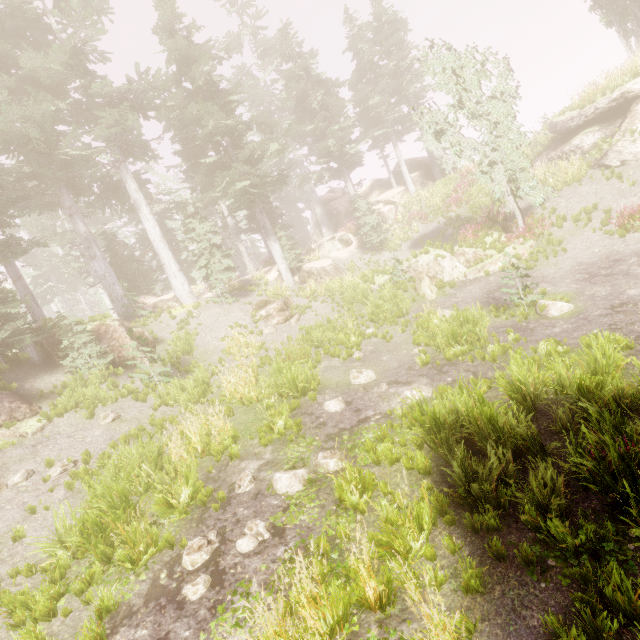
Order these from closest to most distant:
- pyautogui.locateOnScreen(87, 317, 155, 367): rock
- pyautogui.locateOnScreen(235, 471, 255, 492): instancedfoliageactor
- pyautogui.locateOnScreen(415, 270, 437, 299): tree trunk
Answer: pyautogui.locateOnScreen(235, 471, 255, 492): instancedfoliageactor, pyautogui.locateOnScreen(87, 317, 155, 367): rock, pyautogui.locateOnScreen(415, 270, 437, 299): tree trunk

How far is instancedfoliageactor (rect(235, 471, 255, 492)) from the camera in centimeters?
684cm

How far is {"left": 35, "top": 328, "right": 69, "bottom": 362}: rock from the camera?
13.99m

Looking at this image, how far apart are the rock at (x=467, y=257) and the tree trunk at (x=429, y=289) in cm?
53

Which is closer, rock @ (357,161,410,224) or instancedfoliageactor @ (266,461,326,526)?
instancedfoliageactor @ (266,461,326,526)

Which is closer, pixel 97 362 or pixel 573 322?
pixel 573 322

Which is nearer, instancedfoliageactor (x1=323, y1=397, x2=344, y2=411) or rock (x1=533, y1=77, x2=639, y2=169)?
instancedfoliageactor (x1=323, y1=397, x2=344, y2=411)

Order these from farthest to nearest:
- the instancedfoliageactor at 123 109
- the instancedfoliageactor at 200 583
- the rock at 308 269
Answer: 1. the rock at 308 269
2. the instancedfoliageactor at 123 109
3. the instancedfoliageactor at 200 583
